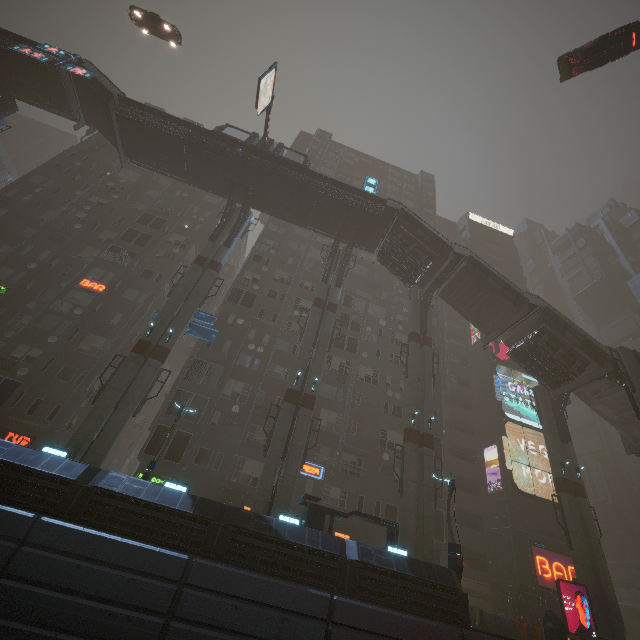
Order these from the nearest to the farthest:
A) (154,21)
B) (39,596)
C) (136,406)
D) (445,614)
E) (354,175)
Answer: (39,596) → (445,614) → (136,406) → (154,21) → (354,175)

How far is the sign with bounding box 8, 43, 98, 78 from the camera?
25.72m

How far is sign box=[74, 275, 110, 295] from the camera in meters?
28.5 m

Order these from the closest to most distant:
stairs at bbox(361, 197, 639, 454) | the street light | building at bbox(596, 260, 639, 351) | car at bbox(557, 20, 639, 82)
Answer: the street light → car at bbox(557, 20, 639, 82) → stairs at bbox(361, 197, 639, 454) → building at bbox(596, 260, 639, 351)

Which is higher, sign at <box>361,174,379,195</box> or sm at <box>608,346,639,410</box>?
sign at <box>361,174,379,195</box>

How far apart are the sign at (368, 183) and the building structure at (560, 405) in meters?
23.5 m

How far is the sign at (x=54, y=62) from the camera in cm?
2572

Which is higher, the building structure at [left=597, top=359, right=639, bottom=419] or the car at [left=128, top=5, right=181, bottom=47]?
the car at [left=128, top=5, right=181, bottom=47]
